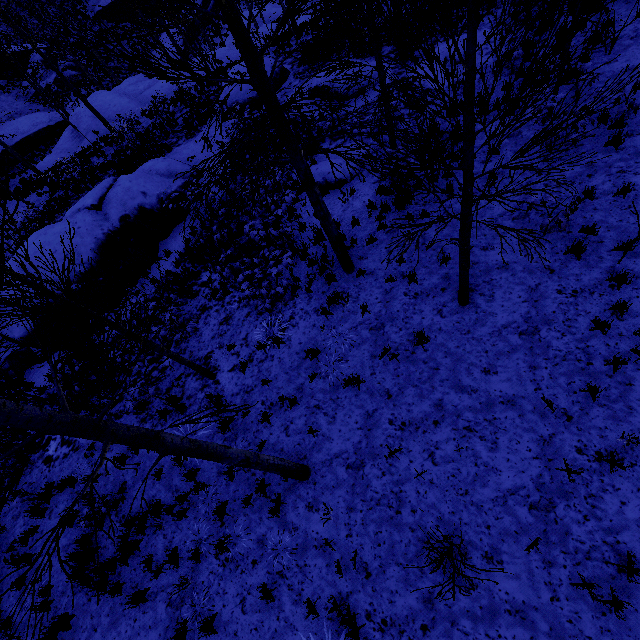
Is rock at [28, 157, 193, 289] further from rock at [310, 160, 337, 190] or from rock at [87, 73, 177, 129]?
rock at [87, 73, 177, 129]

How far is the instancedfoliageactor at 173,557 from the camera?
6.22m

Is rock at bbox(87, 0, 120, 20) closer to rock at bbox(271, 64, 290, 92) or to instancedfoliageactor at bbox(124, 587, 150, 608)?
rock at bbox(271, 64, 290, 92)

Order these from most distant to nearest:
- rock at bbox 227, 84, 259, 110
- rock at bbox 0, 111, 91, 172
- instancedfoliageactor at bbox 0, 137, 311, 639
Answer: rock at bbox 0, 111, 91, 172 → rock at bbox 227, 84, 259, 110 → instancedfoliageactor at bbox 0, 137, 311, 639

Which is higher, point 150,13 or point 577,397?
point 577,397

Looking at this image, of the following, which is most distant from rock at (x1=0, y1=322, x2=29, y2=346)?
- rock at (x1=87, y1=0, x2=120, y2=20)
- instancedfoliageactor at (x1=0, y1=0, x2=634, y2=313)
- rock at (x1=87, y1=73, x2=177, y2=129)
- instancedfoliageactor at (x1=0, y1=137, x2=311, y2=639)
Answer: rock at (x1=87, y1=0, x2=120, y2=20)

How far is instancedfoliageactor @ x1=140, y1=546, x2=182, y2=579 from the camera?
6.2m

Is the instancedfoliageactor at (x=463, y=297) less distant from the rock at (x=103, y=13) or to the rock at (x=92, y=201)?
the rock at (x=92, y=201)
